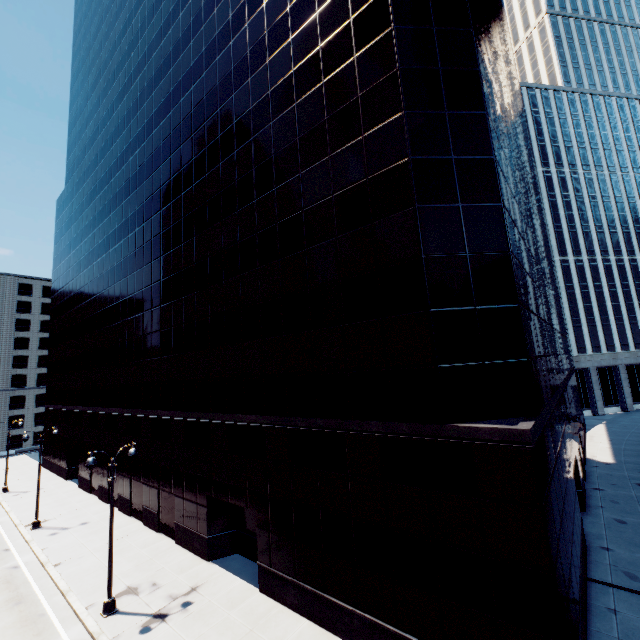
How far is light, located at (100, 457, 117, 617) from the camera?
15.1 meters

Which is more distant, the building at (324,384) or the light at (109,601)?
the light at (109,601)

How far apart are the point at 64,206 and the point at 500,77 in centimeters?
5663cm

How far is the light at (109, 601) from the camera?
15.1m

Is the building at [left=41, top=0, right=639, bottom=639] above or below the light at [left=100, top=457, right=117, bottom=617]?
above

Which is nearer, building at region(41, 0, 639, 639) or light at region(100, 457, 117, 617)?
building at region(41, 0, 639, 639)
